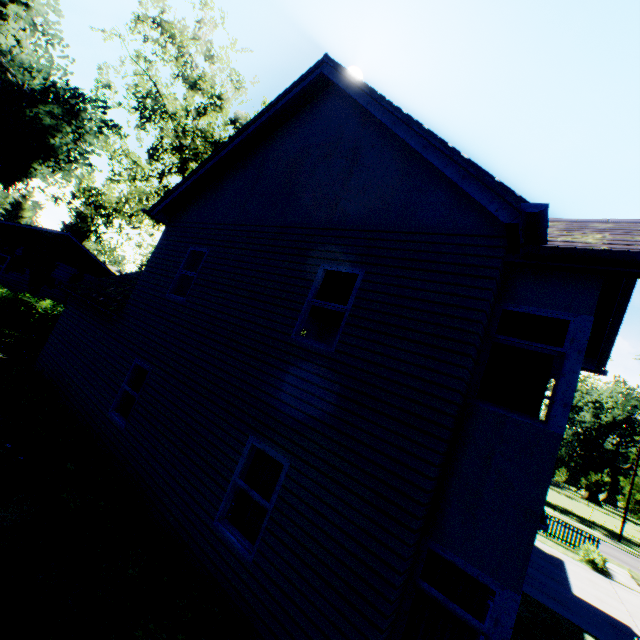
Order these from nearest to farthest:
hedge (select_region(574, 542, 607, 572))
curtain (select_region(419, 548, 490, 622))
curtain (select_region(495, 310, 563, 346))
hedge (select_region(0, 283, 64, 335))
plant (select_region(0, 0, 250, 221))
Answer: curtain (select_region(419, 548, 490, 622)) < curtain (select_region(495, 310, 563, 346)) < hedge (select_region(574, 542, 607, 572)) < hedge (select_region(0, 283, 64, 335)) < plant (select_region(0, 0, 250, 221))

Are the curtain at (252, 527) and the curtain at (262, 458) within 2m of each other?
yes

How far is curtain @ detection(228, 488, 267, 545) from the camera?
5.6 meters

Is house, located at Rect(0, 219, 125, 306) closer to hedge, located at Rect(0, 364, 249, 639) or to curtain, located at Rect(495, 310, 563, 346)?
hedge, located at Rect(0, 364, 249, 639)

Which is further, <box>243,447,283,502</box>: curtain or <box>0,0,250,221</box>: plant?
<box>0,0,250,221</box>: plant

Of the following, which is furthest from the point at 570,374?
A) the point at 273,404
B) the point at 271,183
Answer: the point at 271,183

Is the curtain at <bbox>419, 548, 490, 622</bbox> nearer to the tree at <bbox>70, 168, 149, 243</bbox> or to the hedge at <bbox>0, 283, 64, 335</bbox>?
the hedge at <bbox>0, 283, 64, 335</bbox>

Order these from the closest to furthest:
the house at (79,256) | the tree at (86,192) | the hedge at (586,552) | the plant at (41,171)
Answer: the hedge at (586,552) → the plant at (41,171) → the house at (79,256) → the tree at (86,192)
